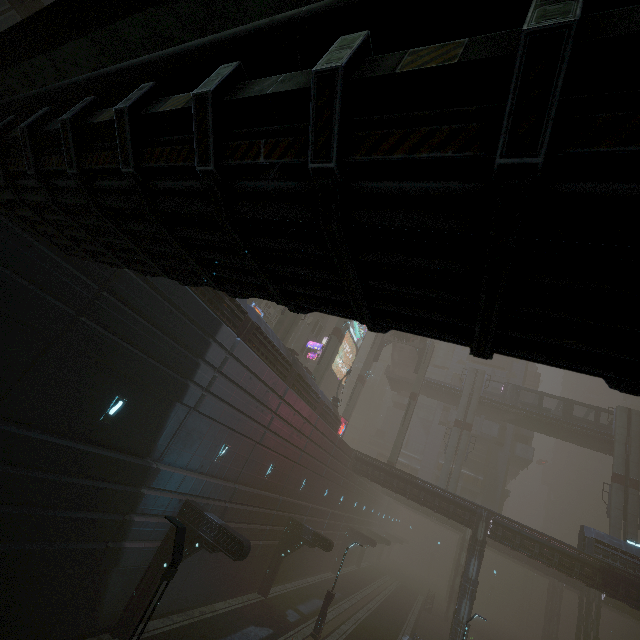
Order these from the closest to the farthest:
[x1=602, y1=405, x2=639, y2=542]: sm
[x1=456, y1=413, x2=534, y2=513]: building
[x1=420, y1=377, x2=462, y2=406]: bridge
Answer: [x1=602, y1=405, x2=639, y2=542]: sm → [x1=420, y1=377, x2=462, y2=406]: bridge → [x1=456, y1=413, x2=534, y2=513]: building

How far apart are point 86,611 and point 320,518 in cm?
2148

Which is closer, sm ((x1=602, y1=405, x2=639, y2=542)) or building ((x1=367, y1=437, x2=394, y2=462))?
sm ((x1=602, y1=405, x2=639, y2=542))

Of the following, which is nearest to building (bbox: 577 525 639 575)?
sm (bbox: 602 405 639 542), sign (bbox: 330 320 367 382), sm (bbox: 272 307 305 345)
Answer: sign (bbox: 330 320 367 382)

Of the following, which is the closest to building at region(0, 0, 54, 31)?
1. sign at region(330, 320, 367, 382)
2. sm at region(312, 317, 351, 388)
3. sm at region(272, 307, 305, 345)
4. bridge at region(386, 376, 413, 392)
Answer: sign at region(330, 320, 367, 382)

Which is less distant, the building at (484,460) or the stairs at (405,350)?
the stairs at (405,350)

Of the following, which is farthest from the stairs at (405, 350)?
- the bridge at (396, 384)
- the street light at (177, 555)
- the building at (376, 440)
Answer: the street light at (177, 555)

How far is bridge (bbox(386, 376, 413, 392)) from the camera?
50.9 meters
